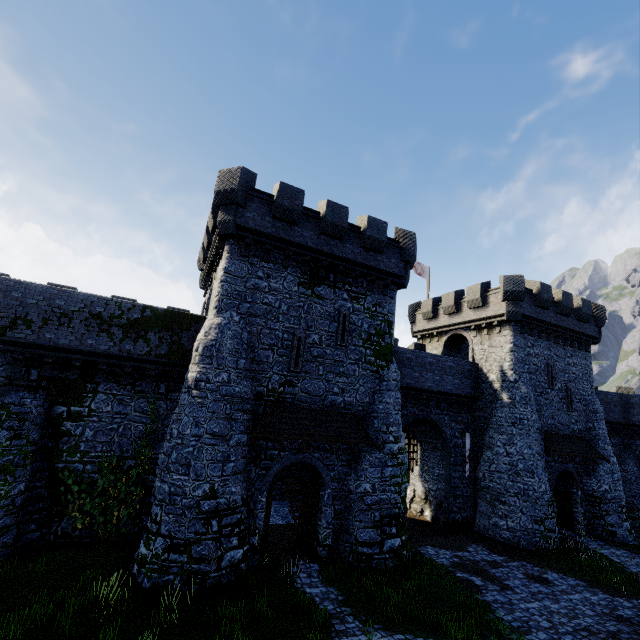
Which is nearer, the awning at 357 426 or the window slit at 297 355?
the awning at 357 426

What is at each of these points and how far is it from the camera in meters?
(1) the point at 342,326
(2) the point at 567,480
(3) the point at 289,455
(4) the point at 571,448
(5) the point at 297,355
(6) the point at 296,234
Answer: (1) window slit, 16.7 m
(2) building, 23.1 m
(3) building, 14.5 m
(4) awning, 21.9 m
(5) window slit, 15.4 m
(6) building, 16.0 m

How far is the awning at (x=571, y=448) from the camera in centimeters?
2097cm

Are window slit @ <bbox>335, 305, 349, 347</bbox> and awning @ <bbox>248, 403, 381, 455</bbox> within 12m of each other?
yes

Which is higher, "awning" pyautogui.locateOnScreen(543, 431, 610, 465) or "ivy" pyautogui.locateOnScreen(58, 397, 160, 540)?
"awning" pyautogui.locateOnScreen(543, 431, 610, 465)

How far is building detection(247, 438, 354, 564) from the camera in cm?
1348

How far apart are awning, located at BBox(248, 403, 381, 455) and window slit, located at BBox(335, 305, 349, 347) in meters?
3.1 m

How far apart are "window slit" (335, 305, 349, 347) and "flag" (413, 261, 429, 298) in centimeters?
1613cm
